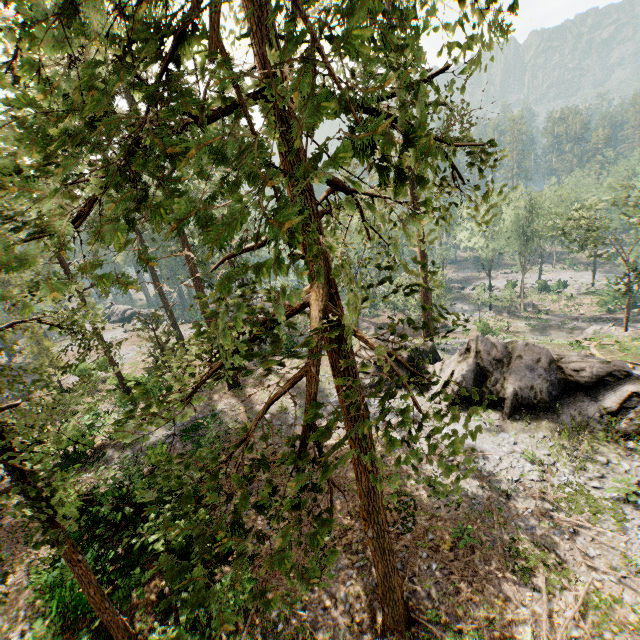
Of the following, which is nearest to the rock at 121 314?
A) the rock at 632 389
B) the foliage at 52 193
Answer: the foliage at 52 193

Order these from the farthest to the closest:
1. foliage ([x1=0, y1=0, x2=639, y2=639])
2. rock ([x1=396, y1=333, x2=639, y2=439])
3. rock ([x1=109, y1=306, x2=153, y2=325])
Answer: rock ([x1=109, y1=306, x2=153, y2=325]) → rock ([x1=396, y1=333, x2=639, y2=439]) → foliage ([x1=0, y1=0, x2=639, y2=639])

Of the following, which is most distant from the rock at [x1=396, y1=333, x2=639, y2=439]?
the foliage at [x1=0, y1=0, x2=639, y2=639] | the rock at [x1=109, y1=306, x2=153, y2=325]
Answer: the rock at [x1=109, y1=306, x2=153, y2=325]

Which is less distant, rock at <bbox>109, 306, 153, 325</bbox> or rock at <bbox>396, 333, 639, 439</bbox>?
rock at <bbox>396, 333, 639, 439</bbox>

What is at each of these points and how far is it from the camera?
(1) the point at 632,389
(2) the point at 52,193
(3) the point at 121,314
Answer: (1) rock, 16.4 meters
(2) foliage, 2.2 meters
(3) rock, 58.8 meters

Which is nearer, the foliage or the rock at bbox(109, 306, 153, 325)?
the foliage

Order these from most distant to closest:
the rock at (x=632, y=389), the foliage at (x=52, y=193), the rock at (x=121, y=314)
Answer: the rock at (x=121, y=314) → the rock at (x=632, y=389) → the foliage at (x=52, y=193)
